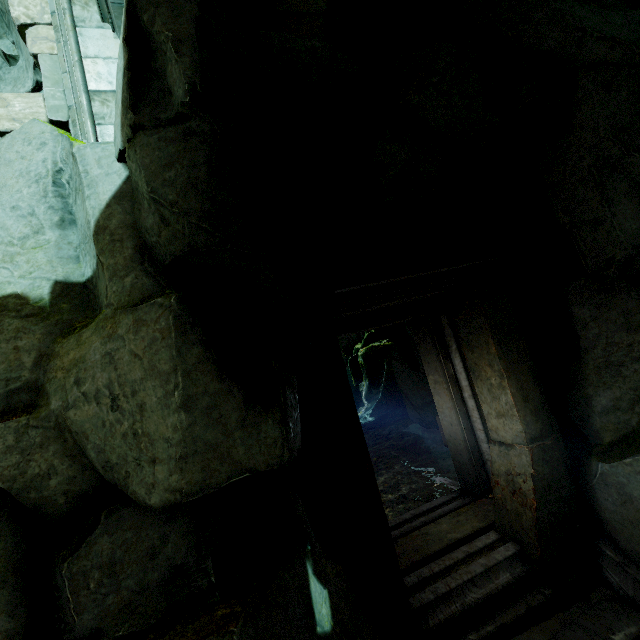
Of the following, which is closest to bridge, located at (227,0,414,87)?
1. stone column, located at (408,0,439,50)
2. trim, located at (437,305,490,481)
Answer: stone column, located at (408,0,439,50)

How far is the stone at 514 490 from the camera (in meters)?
3.89

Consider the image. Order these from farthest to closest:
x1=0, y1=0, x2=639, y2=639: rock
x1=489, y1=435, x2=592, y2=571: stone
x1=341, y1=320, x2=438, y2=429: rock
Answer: x1=341, y1=320, x2=438, y2=429: rock < x1=489, y1=435, x2=592, y2=571: stone < x1=0, y1=0, x2=639, y2=639: rock

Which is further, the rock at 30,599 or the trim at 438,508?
the trim at 438,508

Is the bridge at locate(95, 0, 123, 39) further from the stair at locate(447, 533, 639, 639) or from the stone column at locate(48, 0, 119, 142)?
the stair at locate(447, 533, 639, 639)

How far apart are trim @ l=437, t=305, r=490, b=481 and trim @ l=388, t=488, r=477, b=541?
0.3 meters

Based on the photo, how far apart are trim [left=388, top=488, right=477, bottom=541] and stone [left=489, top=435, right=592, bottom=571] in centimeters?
84cm

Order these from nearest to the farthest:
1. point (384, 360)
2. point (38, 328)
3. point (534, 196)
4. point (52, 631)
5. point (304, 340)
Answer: point (52, 631), point (38, 328), point (304, 340), point (534, 196), point (384, 360)
